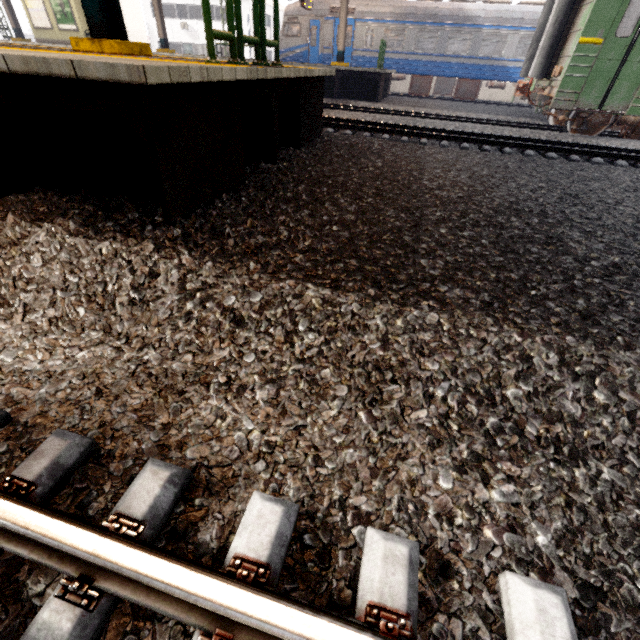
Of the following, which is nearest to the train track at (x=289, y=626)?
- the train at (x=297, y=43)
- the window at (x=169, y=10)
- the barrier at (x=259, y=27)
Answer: the barrier at (x=259, y=27)

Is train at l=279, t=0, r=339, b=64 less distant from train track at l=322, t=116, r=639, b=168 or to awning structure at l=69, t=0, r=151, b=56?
train track at l=322, t=116, r=639, b=168

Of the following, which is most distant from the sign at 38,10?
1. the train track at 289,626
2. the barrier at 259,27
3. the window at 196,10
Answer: the barrier at 259,27

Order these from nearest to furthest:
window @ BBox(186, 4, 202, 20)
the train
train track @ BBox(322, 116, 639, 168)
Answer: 1. train track @ BBox(322, 116, 639, 168)
2. the train
3. window @ BBox(186, 4, 202, 20)

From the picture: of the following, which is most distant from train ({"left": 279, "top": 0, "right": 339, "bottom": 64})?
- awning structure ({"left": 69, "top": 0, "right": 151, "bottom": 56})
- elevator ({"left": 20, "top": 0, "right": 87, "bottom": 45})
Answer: awning structure ({"left": 69, "top": 0, "right": 151, "bottom": 56})

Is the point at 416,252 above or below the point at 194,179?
below

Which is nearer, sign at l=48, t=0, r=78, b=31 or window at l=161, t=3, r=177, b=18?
sign at l=48, t=0, r=78, b=31

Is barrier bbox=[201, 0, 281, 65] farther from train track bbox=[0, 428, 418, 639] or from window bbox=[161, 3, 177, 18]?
window bbox=[161, 3, 177, 18]
